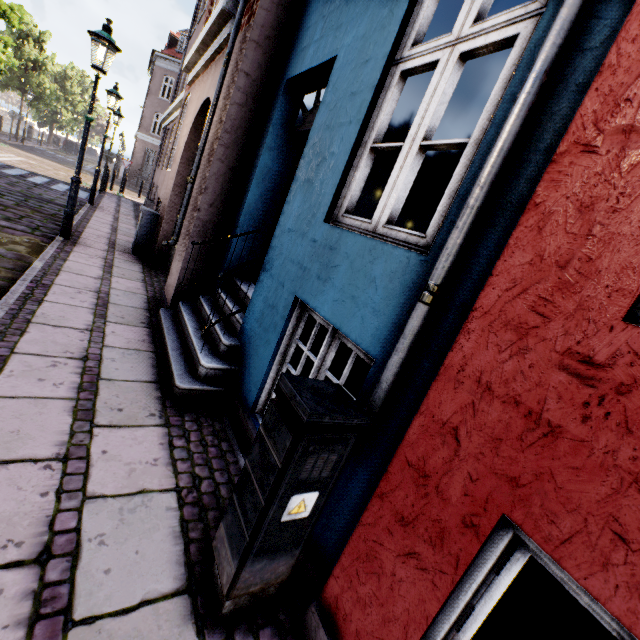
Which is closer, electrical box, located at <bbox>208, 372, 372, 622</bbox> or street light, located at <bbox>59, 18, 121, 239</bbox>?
electrical box, located at <bbox>208, 372, 372, 622</bbox>

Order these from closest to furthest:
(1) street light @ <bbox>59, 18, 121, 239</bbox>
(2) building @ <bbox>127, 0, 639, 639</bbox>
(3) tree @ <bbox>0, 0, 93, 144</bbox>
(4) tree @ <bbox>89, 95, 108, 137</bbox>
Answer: (2) building @ <bbox>127, 0, 639, 639</bbox> → (1) street light @ <bbox>59, 18, 121, 239</bbox> → (3) tree @ <bbox>0, 0, 93, 144</bbox> → (4) tree @ <bbox>89, 95, 108, 137</bbox>

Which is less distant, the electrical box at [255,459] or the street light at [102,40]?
the electrical box at [255,459]

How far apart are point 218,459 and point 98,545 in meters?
1.0 m

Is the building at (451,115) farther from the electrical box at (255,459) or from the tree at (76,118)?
the tree at (76,118)

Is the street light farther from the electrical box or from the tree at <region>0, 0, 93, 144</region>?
the electrical box

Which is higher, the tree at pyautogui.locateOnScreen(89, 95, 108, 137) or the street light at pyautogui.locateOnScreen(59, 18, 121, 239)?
the tree at pyautogui.locateOnScreen(89, 95, 108, 137)

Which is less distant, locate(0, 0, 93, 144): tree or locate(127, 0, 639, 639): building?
locate(127, 0, 639, 639): building
